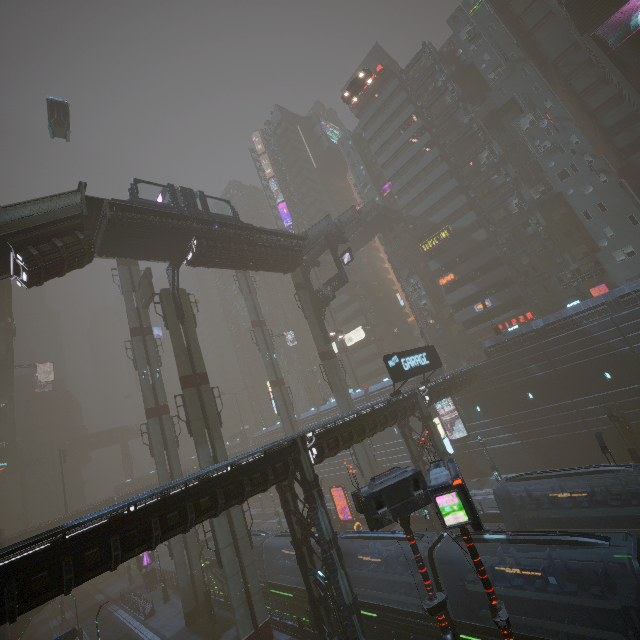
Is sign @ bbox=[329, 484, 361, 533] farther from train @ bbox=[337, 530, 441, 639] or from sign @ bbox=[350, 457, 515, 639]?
sign @ bbox=[350, 457, 515, 639]

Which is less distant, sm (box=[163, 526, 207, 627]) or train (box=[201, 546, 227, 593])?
sm (box=[163, 526, 207, 627])

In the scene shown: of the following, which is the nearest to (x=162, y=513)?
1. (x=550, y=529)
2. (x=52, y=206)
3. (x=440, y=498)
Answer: (x=440, y=498)

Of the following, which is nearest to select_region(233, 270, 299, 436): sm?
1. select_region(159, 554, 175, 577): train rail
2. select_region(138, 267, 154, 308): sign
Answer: select_region(159, 554, 175, 577): train rail

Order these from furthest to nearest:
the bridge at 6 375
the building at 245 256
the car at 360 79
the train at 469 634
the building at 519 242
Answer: the bridge at 6 375, the building at 519 242, the car at 360 79, the building at 245 256, the train at 469 634

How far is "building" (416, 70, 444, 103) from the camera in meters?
50.6 m

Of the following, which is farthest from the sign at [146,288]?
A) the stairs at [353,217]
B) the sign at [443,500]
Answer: the sign at [443,500]

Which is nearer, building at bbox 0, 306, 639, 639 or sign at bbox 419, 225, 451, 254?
building at bbox 0, 306, 639, 639
